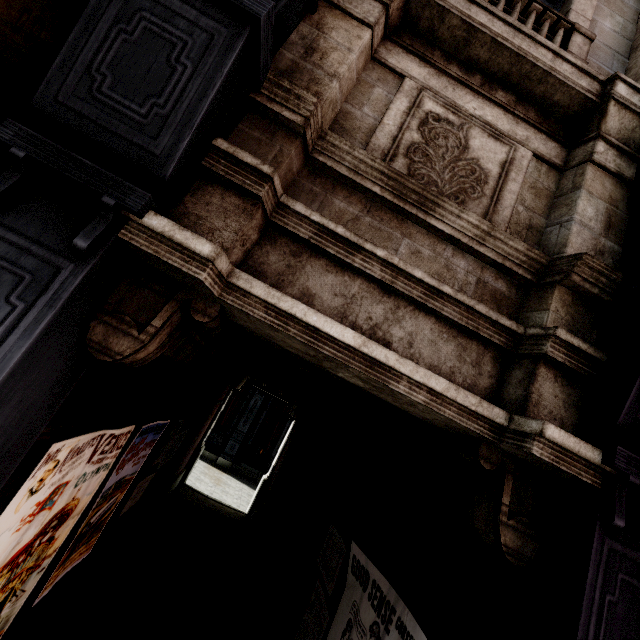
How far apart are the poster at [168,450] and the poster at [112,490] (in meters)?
1.38

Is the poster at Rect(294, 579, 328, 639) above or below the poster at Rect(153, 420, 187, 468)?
below

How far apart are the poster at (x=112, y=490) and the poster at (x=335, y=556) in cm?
237

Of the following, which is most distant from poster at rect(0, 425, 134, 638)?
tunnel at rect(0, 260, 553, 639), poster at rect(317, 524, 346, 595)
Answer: poster at rect(317, 524, 346, 595)

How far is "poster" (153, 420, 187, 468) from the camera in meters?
4.8 m

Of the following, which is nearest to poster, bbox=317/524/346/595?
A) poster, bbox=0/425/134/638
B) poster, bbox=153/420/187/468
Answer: poster, bbox=0/425/134/638

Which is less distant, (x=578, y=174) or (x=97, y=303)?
(x=97, y=303)

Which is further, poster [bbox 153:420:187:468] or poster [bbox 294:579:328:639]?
poster [bbox 153:420:187:468]
